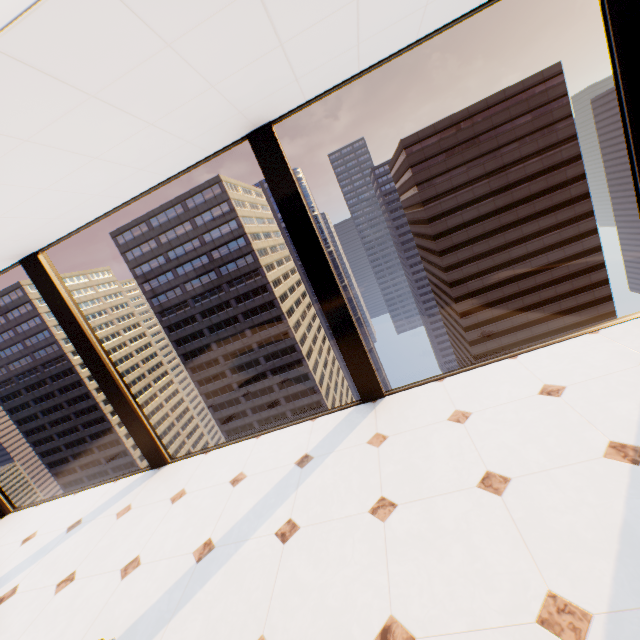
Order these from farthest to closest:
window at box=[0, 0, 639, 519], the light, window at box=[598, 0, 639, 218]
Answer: window at box=[0, 0, 639, 519]
window at box=[598, 0, 639, 218]
the light

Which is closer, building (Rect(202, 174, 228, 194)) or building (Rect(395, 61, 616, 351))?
building (Rect(395, 61, 616, 351))

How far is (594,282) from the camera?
54.8 meters

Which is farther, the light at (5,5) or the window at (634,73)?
the window at (634,73)

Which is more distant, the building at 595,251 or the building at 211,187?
the building at 211,187

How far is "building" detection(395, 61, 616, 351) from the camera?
49.6 meters

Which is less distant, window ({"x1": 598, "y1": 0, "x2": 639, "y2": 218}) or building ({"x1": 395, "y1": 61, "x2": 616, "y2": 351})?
window ({"x1": 598, "y1": 0, "x2": 639, "y2": 218})

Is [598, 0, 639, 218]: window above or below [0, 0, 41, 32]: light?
below
